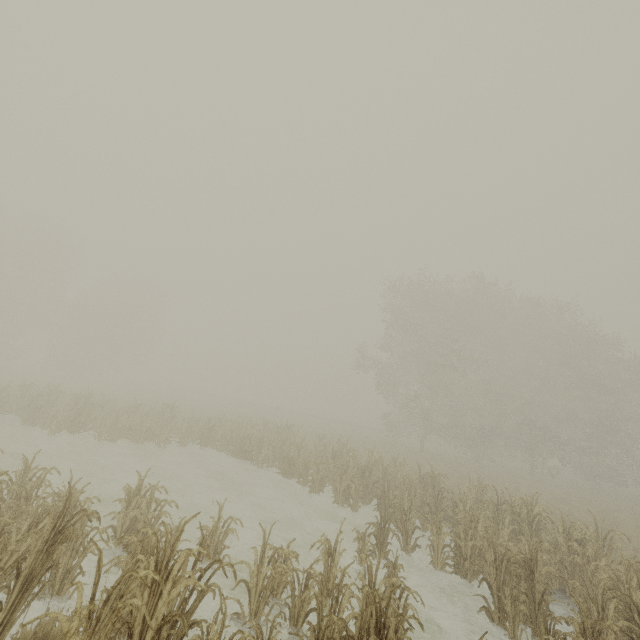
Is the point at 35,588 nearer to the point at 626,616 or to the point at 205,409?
the point at 626,616
